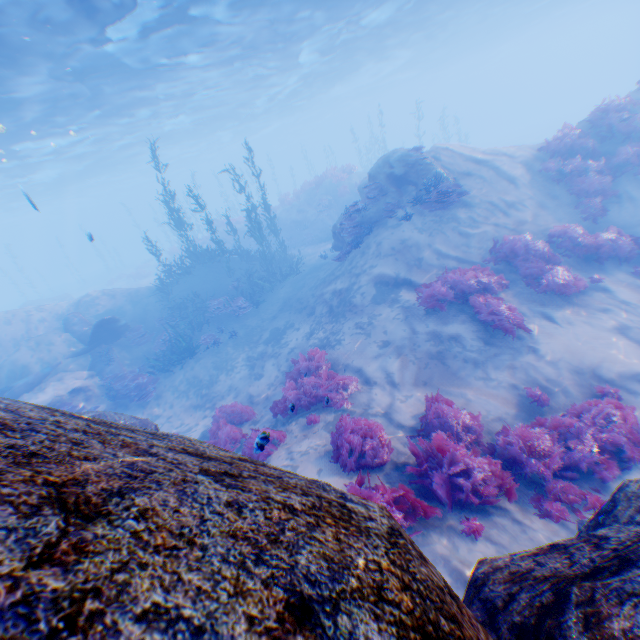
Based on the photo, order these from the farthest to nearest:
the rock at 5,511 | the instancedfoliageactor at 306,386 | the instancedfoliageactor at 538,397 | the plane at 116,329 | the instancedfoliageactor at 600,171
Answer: the plane at 116,329 < the instancedfoliageactor at 600,171 < the instancedfoliageactor at 306,386 < the instancedfoliageactor at 538,397 < the rock at 5,511

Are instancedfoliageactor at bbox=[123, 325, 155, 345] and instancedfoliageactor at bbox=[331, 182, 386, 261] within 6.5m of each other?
no

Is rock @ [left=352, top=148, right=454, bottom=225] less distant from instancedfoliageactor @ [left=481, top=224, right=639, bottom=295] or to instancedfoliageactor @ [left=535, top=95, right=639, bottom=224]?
instancedfoliageactor @ [left=481, top=224, right=639, bottom=295]

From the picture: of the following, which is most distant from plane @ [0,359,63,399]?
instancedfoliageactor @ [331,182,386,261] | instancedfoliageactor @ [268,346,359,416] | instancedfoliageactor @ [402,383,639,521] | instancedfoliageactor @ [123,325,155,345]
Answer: instancedfoliageactor @ [331,182,386,261]

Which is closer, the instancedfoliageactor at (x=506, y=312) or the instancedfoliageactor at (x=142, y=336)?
the instancedfoliageactor at (x=506, y=312)

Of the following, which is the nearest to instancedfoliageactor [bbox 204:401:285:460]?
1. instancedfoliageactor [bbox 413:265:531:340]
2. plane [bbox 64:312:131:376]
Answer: instancedfoliageactor [bbox 413:265:531:340]

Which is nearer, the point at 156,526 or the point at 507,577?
the point at 156,526

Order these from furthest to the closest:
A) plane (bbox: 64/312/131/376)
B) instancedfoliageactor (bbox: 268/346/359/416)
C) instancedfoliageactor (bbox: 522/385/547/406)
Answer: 1. plane (bbox: 64/312/131/376)
2. instancedfoliageactor (bbox: 268/346/359/416)
3. instancedfoliageactor (bbox: 522/385/547/406)
